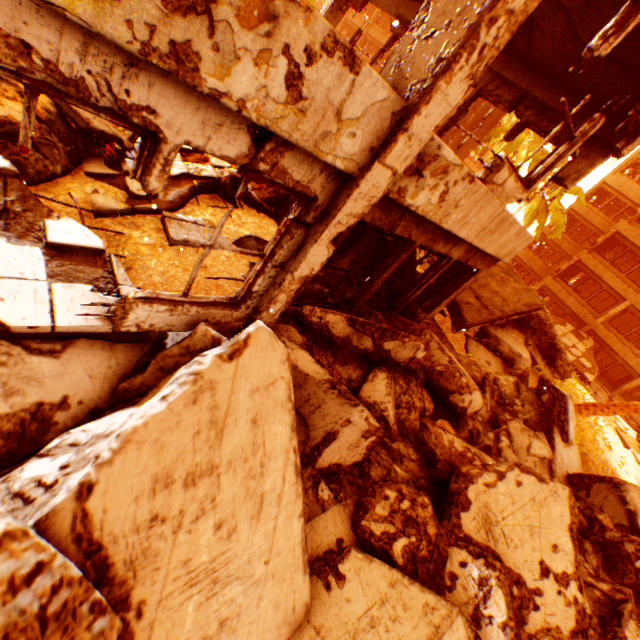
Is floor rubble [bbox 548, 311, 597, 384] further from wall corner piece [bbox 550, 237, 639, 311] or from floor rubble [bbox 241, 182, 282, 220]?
floor rubble [bbox 241, 182, 282, 220]

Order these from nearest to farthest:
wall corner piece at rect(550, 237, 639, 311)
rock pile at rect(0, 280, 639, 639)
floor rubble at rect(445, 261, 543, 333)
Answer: rock pile at rect(0, 280, 639, 639), floor rubble at rect(445, 261, 543, 333), wall corner piece at rect(550, 237, 639, 311)

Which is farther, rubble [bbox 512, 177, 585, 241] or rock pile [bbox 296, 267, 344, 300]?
rubble [bbox 512, 177, 585, 241]

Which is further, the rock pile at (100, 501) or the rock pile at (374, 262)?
the rock pile at (374, 262)

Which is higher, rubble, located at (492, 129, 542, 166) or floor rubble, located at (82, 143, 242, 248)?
rubble, located at (492, 129, 542, 166)

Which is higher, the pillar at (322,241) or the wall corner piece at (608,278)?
the wall corner piece at (608,278)

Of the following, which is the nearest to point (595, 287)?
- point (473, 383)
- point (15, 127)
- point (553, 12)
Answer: point (553, 12)

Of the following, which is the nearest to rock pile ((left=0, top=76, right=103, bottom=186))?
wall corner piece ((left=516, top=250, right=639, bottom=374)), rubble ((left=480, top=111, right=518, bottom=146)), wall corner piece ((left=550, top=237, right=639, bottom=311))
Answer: rubble ((left=480, top=111, right=518, bottom=146))
